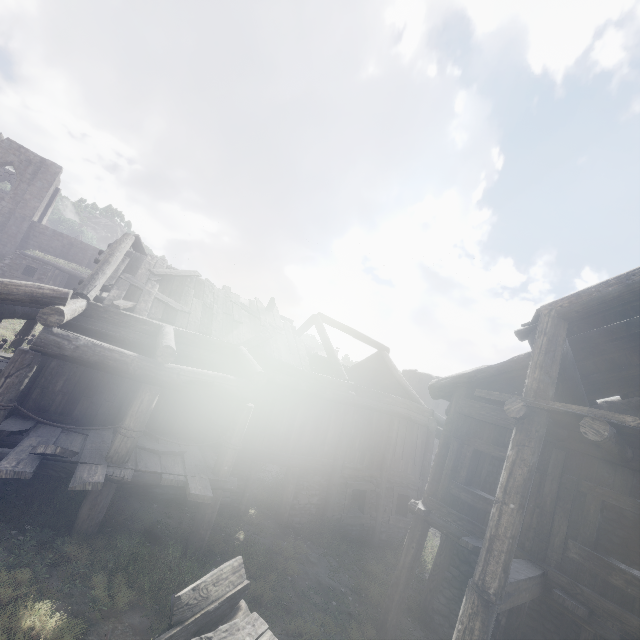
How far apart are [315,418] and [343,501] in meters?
3.4 m

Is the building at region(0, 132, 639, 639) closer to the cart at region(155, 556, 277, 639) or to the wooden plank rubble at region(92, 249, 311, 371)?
the wooden plank rubble at region(92, 249, 311, 371)

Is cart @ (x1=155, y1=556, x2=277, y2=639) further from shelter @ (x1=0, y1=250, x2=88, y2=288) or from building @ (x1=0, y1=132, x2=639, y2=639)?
shelter @ (x1=0, y1=250, x2=88, y2=288)

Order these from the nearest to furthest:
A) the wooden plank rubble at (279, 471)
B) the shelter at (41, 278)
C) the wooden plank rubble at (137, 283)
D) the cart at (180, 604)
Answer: the cart at (180, 604) → the wooden plank rubble at (137, 283) → the wooden plank rubble at (279, 471) → the shelter at (41, 278)

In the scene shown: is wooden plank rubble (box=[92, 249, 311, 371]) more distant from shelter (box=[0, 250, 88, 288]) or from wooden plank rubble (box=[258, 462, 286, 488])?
shelter (box=[0, 250, 88, 288])

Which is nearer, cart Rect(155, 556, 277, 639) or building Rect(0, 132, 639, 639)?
cart Rect(155, 556, 277, 639)

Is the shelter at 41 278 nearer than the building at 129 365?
No

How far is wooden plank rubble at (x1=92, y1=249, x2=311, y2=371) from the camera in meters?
10.1
